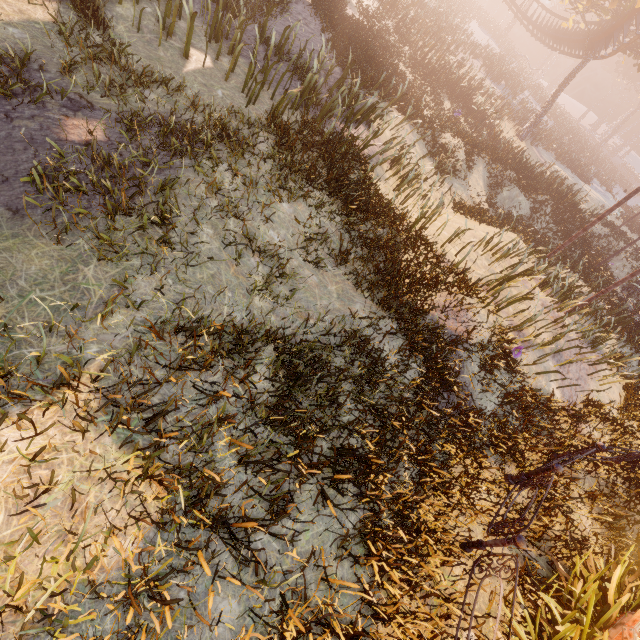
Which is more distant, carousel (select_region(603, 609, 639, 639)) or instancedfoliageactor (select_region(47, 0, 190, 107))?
instancedfoliageactor (select_region(47, 0, 190, 107))

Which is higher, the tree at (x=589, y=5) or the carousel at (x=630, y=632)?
the tree at (x=589, y=5)

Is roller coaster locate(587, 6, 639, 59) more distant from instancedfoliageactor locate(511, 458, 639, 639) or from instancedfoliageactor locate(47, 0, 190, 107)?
instancedfoliageactor locate(511, 458, 639, 639)

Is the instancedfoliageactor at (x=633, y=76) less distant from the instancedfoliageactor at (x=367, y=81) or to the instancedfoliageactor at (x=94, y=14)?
the instancedfoliageactor at (x=94, y=14)

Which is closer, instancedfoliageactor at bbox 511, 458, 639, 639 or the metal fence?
the metal fence

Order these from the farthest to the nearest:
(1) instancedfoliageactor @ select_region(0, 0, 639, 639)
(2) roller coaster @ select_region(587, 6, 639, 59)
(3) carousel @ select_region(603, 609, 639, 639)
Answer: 1. (2) roller coaster @ select_region(587, 6, 639, 59)
2. (3) carousel @ select_region(603, 609, 639, 639)
3. (1) instancedfoliageactor @ select_region(0, 0, 639, 639)

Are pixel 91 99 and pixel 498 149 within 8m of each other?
no

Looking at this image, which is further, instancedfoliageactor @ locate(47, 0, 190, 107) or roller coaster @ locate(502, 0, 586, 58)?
roller coaster @ locate(502, 0, 586, 58)
